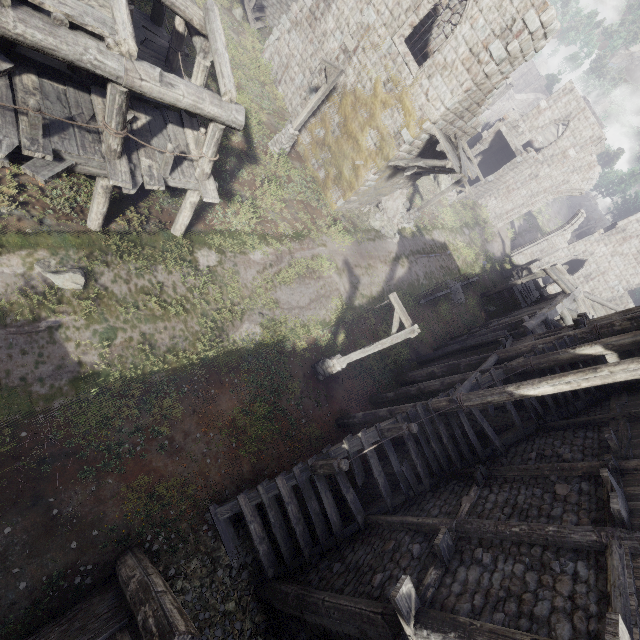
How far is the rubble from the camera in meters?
20.8 m

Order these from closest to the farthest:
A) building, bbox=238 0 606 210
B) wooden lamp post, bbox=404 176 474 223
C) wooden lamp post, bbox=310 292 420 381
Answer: wooden lamp post, bbox=310 292 420 381 < building, bbox=238 0 606 210 < wooden lamp post, bbox=404 176 474 223

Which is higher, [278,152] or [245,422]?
[278,152]

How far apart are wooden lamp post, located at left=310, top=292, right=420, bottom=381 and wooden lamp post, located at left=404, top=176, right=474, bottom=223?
13.21m

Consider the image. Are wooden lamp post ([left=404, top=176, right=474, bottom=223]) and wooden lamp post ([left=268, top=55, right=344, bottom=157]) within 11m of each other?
yes

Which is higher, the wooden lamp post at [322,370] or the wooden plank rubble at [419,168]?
the wooden plank rubble at [419,168]

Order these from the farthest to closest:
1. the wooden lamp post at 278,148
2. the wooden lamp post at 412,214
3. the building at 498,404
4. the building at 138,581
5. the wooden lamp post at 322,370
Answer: the wooden lamp post at 412,214
the wooden lamp post at 278,148
the wooden lamp post at 322,370
the building at 498,404
the building at 138,581

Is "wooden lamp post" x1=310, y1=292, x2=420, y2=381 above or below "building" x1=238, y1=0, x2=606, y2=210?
below
